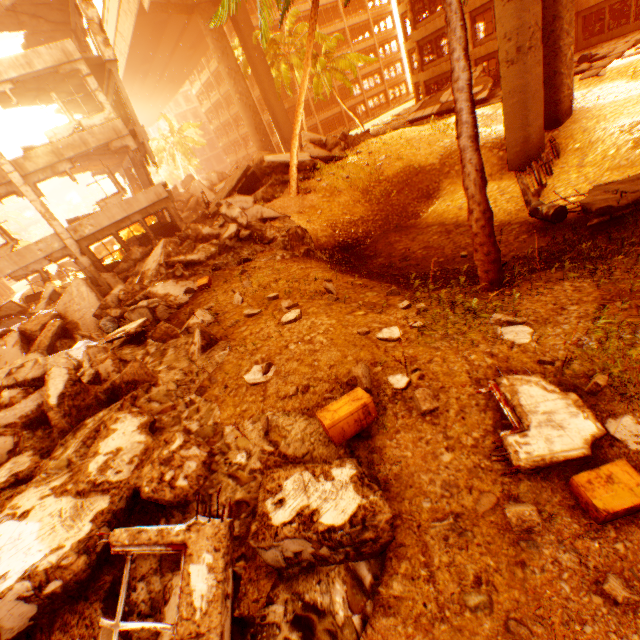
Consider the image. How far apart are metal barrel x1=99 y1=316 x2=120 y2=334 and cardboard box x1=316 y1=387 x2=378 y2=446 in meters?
8.7

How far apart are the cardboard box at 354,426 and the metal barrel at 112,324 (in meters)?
8.69

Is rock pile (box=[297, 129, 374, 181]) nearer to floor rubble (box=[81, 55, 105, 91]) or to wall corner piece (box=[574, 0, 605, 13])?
floor rubble (box=[81, 55, 105, 91])

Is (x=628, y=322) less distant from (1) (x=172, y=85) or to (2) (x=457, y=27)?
(2) (x=457, y=27)

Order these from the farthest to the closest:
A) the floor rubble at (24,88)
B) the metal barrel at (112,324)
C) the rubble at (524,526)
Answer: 1. the floor rubble at (24,88)
2. the metal barrel at (112,324)
3. the rubble at (524,526)

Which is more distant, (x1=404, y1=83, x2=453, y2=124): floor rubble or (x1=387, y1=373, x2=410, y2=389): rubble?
(x1=404, y1=83, x2=453, y2=124): floor rubble

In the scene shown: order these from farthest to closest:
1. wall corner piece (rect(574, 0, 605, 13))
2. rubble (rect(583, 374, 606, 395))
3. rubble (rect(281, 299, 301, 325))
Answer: wall corner piece (rect(574, 0, 605, 13)) → rubble (rect(281, 299, 301, 325)) → rubble (rect(583, 374, 606, 395))

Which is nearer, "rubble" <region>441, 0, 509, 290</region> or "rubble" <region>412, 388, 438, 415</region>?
"rubble" <region>412, 388, 438, 415</region>
